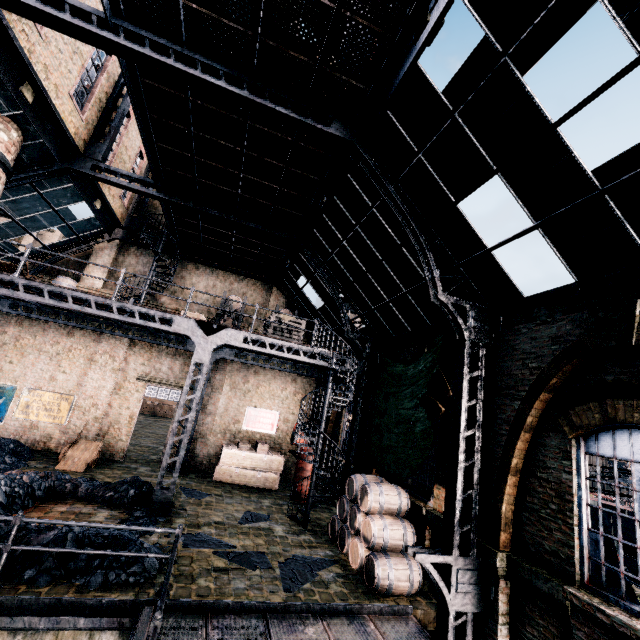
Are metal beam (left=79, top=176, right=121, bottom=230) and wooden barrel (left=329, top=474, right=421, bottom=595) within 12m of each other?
no

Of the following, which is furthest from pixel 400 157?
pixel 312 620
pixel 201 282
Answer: pixel 201 282

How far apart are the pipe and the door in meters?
6.4 m

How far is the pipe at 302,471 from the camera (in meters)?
14.92

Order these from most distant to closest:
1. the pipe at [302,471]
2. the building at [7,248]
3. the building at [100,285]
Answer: the building at [100,285] < the pipe at [302,471] < the building at [7,248]

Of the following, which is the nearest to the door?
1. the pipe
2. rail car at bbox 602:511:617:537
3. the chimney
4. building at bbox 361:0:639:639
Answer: building at bbox 361:0:639:639

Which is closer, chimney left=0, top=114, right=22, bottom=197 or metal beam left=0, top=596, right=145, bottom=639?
metal beam left=0, top=596, right=145, bottom=639

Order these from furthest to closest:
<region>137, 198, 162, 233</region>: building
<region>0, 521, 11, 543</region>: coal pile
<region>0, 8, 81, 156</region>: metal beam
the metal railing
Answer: <region>137, 198, 162, 233</region>: building < <region>0, 8, 81, 156</region>: metal beam < <region>0, 521, 11, 543</region>: coal pile < the metal railing
